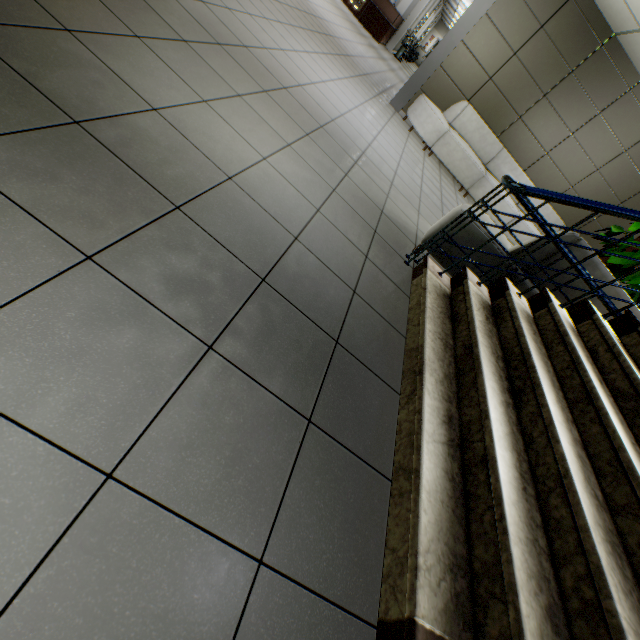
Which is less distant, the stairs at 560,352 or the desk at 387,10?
the stairs at 560,352

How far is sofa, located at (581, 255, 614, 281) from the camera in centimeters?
275cm

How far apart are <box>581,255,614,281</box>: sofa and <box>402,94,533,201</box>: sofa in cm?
398

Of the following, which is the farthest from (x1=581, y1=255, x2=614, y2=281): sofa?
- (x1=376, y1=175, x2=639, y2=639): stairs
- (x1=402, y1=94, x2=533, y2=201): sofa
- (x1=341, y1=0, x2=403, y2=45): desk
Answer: (x1=341, y1=0, x2=403, y2=45): desk

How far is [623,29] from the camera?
5.34m

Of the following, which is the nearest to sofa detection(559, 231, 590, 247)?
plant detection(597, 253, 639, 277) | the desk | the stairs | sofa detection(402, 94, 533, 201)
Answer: the stairs

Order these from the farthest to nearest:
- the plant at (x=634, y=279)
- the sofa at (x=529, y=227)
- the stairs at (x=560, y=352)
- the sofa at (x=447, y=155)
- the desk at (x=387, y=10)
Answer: the desk at (x=387, y=10)
the sofa at (x=529, y=227)
the sofa at (x=447, y=155)
the plant at (x=634, y=279)
the stairs at (x=560, y=352)
